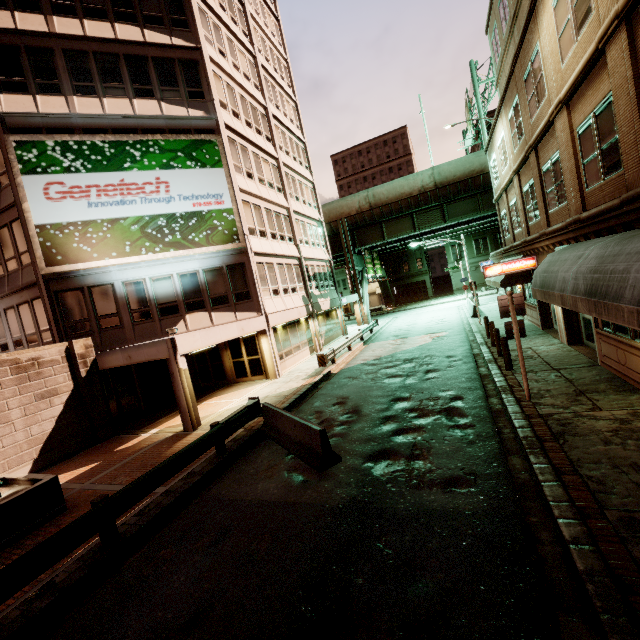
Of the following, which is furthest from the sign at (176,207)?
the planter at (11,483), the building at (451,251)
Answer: the building at (451,251)

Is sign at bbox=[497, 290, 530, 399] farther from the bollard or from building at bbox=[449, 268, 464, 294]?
building at bbox=[449, 268, 464, 294]

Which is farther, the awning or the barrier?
the barrier

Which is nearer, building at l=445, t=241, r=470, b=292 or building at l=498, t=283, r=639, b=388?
building at l=498, t=283, r=639, b=388

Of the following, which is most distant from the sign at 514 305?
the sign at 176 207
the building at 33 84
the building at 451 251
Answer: the building at 451 251

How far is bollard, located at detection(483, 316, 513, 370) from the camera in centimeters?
1162cm

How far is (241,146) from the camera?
20.0m

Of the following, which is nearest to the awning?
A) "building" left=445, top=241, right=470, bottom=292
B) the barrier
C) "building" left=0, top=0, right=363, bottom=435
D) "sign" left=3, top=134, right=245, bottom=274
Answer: the barrier
